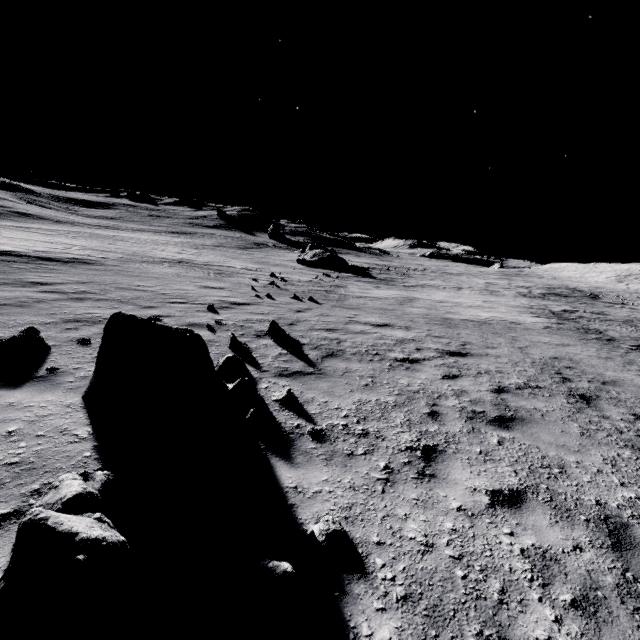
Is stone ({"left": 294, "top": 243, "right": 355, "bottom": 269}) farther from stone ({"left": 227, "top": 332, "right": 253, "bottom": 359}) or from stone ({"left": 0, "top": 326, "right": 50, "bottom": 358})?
stone ({"left": 0, "top": 326, "right": 50, "bottom": 358})

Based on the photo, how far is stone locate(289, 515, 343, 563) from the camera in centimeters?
288cm

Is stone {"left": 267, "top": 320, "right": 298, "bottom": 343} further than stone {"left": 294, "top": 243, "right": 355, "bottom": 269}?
No

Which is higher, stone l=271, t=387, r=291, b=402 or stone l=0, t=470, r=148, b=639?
stone l=0, t=470, r=148, b=639

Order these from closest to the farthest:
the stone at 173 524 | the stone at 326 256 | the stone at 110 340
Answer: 1. the stone at 173 524
2. the stone at 110 340
3. the stone at 326 256

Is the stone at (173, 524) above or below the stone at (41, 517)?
below

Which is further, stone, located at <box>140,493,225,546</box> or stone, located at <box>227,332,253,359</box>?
stone, located at <box>227,332,253,359</box>

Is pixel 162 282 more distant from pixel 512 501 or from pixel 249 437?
pixel 512 501
